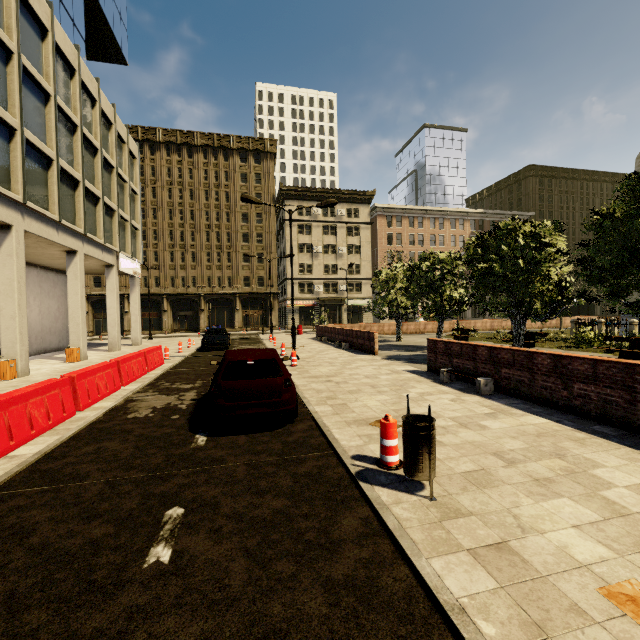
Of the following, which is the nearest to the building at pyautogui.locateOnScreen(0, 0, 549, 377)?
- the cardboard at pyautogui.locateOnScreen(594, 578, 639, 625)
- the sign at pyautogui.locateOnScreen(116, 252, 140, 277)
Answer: the sign at pyautogui.locateOnScreen(116, 252, 140, 277)

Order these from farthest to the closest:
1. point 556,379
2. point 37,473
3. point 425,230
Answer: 1. point 425,230
2. point 556,379
3. point 37,473

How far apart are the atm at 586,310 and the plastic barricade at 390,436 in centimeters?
4475cm

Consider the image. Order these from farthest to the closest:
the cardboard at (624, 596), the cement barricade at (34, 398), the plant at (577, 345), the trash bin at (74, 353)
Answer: the trash bin at (74, 353), the plant at (577, 345), the cement barricade at (34, 398), the cardboard at (624, 596)

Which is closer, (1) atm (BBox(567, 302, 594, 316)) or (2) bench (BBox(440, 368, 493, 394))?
(2) bench (BBox(440, 368, 493, 394))

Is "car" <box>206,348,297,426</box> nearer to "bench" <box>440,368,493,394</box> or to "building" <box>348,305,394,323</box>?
"bench" <box>440,368,493,394</box>

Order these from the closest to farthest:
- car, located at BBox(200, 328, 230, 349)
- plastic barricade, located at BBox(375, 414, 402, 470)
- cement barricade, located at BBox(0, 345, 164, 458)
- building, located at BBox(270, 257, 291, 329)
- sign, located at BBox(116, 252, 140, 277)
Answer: plastic barricade, located at BBox(375, 414, 402, 470) → cement barricade, located at BBox(0, 345, 164, 458) → car, located at BBox(200, 328, 230, 349) → sign, located at BBox(116, 252, 140, 277) → building, located at BBox(270, 257, 291, 329)

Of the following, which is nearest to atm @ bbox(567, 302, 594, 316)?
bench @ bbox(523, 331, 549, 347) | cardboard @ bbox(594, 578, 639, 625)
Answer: bench @ bbox(523, 331, 549, 347)
